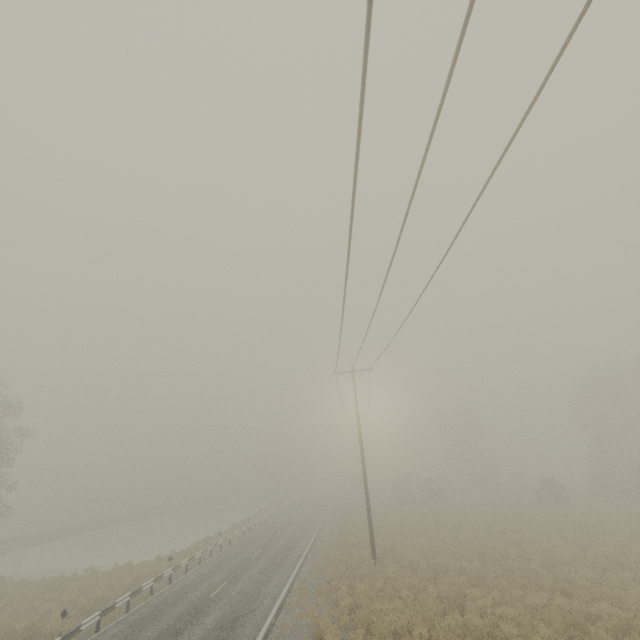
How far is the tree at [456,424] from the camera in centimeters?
5250cm

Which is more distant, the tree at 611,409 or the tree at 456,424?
the tree at 456,424

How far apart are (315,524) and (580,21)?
39.54m

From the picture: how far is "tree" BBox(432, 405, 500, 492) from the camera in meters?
52.5

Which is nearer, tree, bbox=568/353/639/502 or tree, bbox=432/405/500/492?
tree, bbox=568/353/639/502
